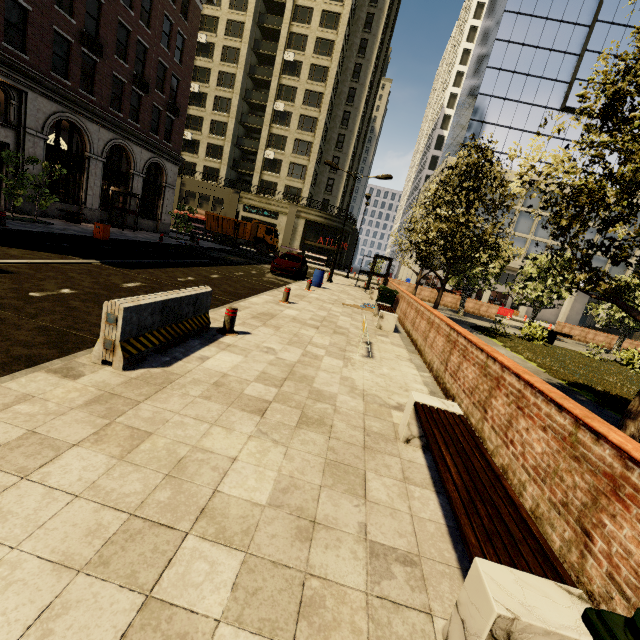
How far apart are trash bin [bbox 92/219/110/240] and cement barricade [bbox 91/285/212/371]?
12.54m

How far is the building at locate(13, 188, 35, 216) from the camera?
16.9m

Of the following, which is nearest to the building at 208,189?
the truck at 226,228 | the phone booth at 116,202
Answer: the phone booth at 116,202

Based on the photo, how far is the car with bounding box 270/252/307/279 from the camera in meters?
19.0 m

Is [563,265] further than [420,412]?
Yes

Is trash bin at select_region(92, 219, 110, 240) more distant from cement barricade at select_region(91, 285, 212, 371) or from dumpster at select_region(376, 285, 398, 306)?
dumpster at select_region(376, 285, 398, 306)

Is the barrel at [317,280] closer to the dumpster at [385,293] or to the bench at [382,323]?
the dumpster at [385,293]

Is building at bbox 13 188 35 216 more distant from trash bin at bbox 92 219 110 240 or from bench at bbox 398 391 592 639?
bench at bbox 398 391 592 639
